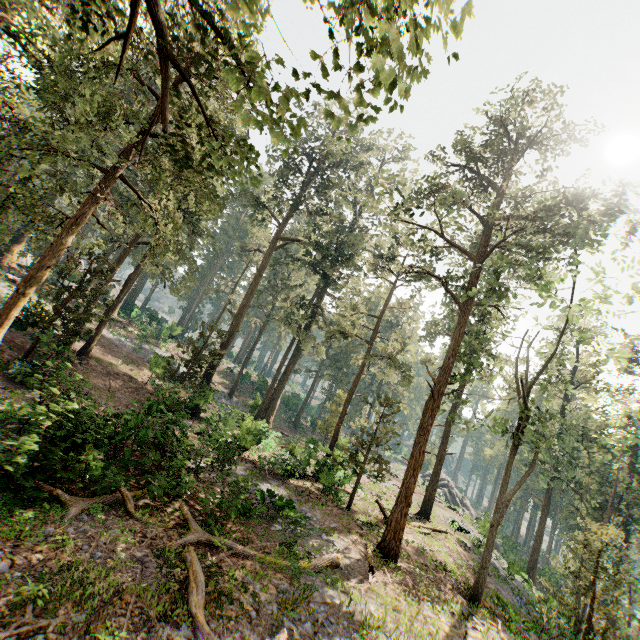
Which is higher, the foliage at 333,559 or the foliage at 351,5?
the foliage at 351,5

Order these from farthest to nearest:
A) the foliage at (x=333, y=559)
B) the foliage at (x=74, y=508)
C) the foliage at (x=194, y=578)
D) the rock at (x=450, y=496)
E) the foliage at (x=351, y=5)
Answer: the rock at (x=450, y=496) → the foliage at (x=333, y=559) → the foliage at (x=74, y=508) → the foliage at (x=194, y=578) → the foliage at (x=351, y=5)

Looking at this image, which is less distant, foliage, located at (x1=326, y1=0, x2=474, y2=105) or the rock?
foliage, located at (x1=326, y1=0, x2=474, y2=105)

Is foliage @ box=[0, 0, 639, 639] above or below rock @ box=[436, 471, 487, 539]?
above

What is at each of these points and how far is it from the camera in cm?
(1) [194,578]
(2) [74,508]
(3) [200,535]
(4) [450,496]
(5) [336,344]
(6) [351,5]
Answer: (1) foliage, 752
(2) foliage, 888
(3) foliage, 1017
(4) rock, 4734
(5) foliage, 5088
(6) foliage, 419

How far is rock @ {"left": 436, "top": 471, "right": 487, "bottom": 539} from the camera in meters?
27.4

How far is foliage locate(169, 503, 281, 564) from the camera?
10.1 meters
